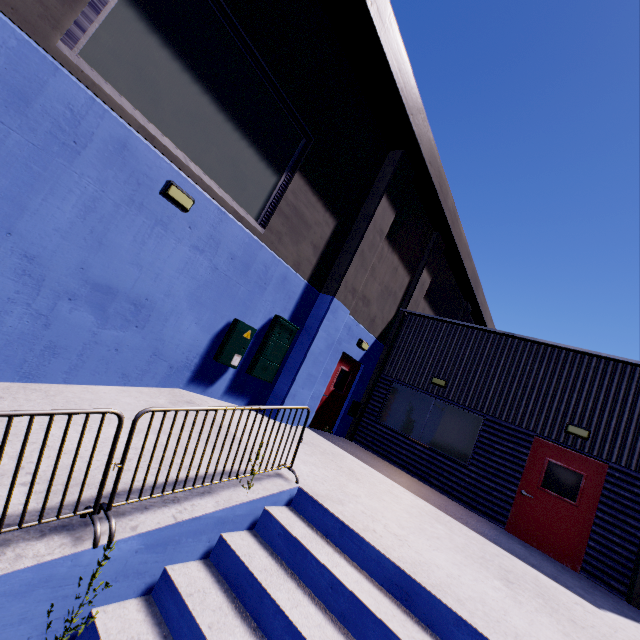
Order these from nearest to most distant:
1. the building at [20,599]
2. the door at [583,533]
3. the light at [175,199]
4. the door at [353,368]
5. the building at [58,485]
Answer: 1. the building at [20,599]
2. the building at [58,485]
3. the light at [175,199]
4. the door at [583,533]
5. the door at [353,368]

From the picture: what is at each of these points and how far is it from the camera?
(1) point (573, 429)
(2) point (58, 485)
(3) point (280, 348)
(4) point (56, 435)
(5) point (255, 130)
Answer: (1) light, 7.95m
(2) building, 2.88m
(3) electrical box, 7.95m
(4) building, 3.61m
(5) building, 6.52m

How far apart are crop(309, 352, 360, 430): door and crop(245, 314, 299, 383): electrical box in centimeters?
206cm

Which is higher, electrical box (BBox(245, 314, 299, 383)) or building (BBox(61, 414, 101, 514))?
electrical box (BBox(245, 314, 299, 383))

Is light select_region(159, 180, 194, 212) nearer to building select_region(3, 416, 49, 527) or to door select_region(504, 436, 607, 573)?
building select_region(3, 416, 49, 527)

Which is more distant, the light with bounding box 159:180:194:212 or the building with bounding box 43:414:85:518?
the light with bounding box 159:180:194:212

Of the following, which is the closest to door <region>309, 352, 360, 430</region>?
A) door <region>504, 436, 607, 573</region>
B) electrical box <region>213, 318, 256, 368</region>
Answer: electrical box <region>213, 318, 256, 368</region>

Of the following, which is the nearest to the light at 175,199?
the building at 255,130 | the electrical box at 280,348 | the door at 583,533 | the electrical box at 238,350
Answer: the building at 255,130
